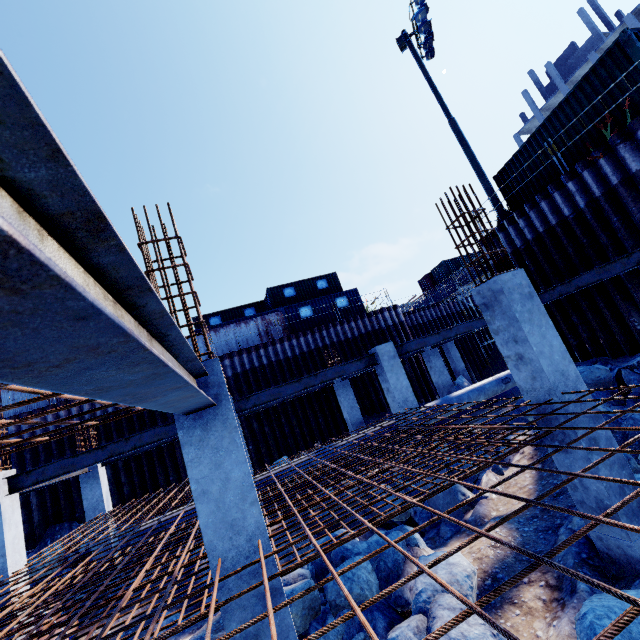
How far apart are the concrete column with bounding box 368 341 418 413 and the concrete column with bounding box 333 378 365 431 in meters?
4.3

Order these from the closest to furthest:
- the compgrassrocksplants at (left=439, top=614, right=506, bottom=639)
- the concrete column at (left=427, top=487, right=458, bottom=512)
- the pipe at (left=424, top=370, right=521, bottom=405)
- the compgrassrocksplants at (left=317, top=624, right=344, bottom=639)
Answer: the compgrassrocksplants at (left=439, top=614, right=506, bottom=639) → the compgrassrocksplants at (left=317, top=624, right=344, bottom=639) → the concrete column at (left=427, top=487, right=458, bottom=512) → the pipe at (left=424, top=370, right=521, bottom=405)

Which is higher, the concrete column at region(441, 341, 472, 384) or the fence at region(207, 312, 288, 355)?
the fence at region(207, 312, 288, 355)

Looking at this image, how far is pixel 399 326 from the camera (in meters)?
21.28

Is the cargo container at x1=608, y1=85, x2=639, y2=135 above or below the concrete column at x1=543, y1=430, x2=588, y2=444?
above

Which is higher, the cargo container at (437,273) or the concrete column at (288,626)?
the cargo container at (437,273)

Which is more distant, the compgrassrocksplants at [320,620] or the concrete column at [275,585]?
the compgrassrocksplants at [320,620]

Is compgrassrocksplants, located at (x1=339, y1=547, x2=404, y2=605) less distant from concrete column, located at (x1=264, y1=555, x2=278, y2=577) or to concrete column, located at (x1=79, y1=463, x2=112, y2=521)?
concrete column, located at (x1=264, y1=555, x2=278, y2=577)
